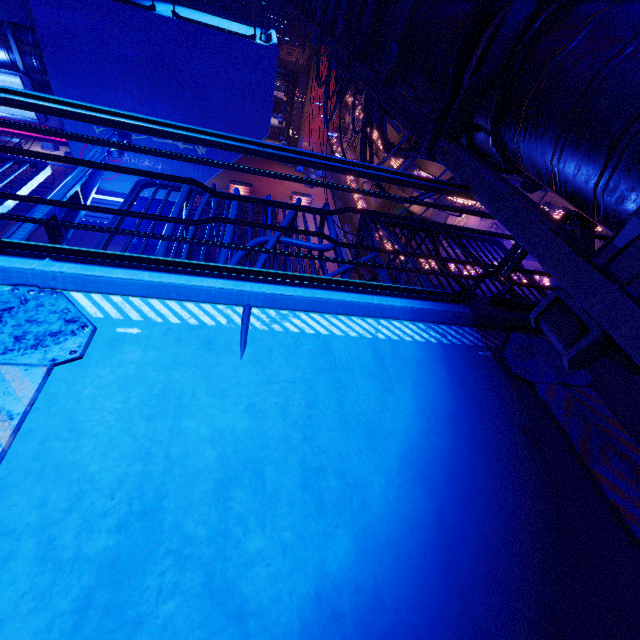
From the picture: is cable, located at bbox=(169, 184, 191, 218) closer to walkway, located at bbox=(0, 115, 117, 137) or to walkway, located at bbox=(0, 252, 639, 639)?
walkway, located at bbox=(0, 252, 639, 639)

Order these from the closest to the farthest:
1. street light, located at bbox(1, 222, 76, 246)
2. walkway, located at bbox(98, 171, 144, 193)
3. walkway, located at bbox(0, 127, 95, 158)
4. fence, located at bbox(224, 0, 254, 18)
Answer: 1. street light, located at bbox(1, 222, 76, 246)
2. walkway, located at bbox(0, 127, 95, 158)
3. walkway, located at bbox(98, 171, 144, 193)
4. fence, located at bbox(224, 0, 254, 18)

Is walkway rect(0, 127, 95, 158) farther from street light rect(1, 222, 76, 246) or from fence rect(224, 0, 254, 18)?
street light rect(1, 222, 76, 246)

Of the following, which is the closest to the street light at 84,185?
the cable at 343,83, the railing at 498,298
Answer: the cable at 343,83

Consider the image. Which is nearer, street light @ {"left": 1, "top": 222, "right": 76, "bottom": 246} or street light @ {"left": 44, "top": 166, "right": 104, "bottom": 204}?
street light @ {"left": 1, "top": 222, "right": 76, "bottom": 246}

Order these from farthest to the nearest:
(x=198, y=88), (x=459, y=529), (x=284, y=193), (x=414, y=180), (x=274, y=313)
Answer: (x=284, y=193) → (x=198, y=88) → (x=274, y=313) → (x=414, y=180) → (x=459, y=529)

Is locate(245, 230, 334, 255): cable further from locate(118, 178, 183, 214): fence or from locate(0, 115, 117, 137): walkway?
locate(0, 115, 117, 137): walkway

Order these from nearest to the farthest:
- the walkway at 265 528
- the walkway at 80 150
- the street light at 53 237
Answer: the walkway at 265 528
the street light at 53 237
the walkway at 80 150
